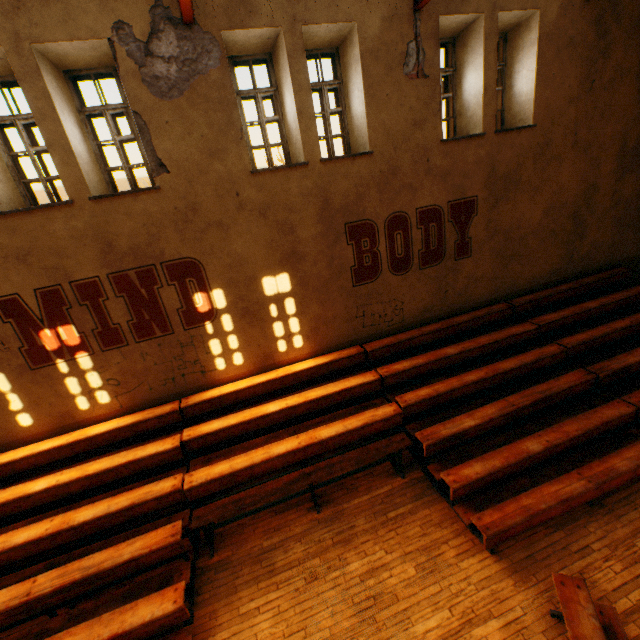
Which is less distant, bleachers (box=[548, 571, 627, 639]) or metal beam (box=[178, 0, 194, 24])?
bleachers (box=[548, 571, 627, 639])

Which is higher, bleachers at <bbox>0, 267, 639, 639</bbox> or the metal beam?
the metal beam

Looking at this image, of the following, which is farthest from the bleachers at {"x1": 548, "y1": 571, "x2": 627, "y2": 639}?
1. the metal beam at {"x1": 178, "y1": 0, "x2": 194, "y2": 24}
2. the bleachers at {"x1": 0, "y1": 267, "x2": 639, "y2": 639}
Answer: the metal beam at {"x1": 178, "y1": 0, "x2": 194, "y2": 24}

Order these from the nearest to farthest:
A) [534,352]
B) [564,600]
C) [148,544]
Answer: [564,600]
[148,544]
[534,352]

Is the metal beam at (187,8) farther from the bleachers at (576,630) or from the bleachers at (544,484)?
the bleachers at (576,630)
